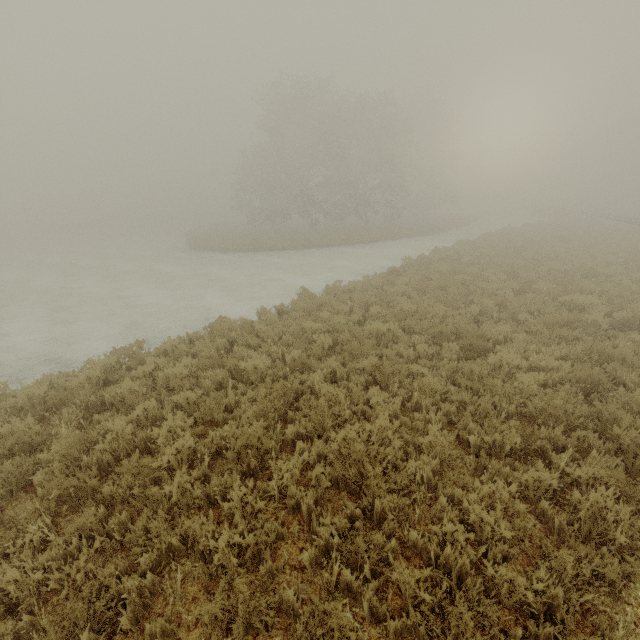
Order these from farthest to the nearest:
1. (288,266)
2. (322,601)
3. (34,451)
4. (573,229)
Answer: (573,229), (288,266), (34,451), (322,601)

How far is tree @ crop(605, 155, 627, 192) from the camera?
56.96m

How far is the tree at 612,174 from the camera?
56.96m
